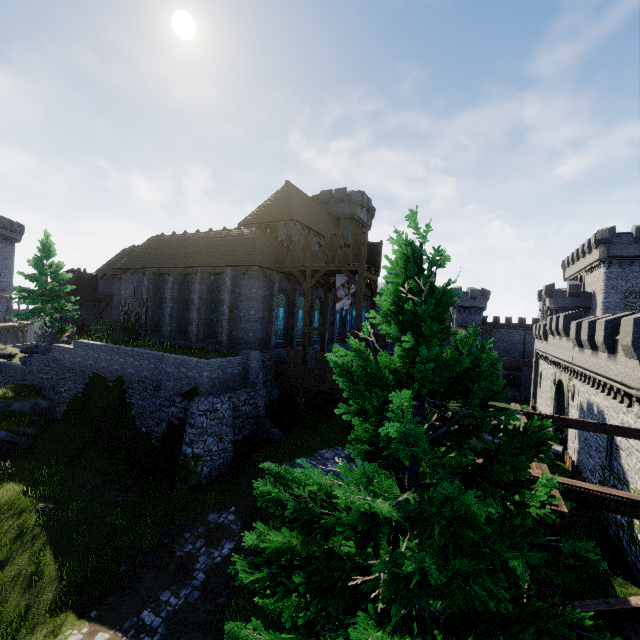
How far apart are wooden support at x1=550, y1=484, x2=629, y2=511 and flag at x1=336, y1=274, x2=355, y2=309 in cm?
1676

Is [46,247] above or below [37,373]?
above

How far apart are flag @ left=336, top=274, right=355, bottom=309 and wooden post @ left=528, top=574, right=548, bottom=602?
18.1m

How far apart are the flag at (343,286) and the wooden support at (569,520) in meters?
16.8 m

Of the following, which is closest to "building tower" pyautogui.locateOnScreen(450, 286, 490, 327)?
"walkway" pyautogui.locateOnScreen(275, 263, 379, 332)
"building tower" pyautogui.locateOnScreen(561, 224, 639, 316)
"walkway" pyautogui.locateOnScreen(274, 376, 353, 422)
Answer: "building tower" pyautogui.locateOnScreen(561, 224, 639, 316)

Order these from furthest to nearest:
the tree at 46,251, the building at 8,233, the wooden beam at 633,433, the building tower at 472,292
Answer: the building tower at 472,292, the building at 8,233, the tree at 46,251, the wooden beam at 633,433

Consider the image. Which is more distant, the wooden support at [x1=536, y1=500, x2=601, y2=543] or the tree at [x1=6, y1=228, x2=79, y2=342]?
the tree at [x1=6, y1=228, x2=79, y2=342]

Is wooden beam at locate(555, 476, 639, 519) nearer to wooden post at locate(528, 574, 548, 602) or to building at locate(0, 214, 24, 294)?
wooden post at locate(528, 574, 548, 602)
